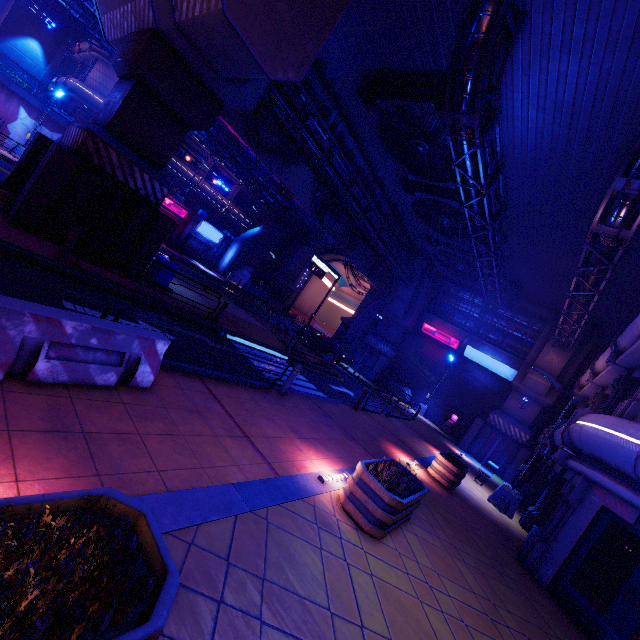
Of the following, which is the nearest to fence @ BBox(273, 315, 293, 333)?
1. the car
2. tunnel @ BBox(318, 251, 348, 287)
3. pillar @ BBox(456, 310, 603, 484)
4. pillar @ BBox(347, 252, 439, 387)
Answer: the car

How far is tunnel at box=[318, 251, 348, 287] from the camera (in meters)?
44.54

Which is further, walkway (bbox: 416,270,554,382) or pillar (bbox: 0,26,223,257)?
walkway (bbox: 416,270,554,382)

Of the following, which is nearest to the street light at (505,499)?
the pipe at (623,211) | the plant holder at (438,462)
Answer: the plant holder at (438,462)

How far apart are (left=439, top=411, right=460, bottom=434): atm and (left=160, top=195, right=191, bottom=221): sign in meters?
34.1

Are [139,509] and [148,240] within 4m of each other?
no

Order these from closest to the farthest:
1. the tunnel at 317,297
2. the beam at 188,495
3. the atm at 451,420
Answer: the beam at 188,495
the atm at 451,420
the tunnel at 317,297

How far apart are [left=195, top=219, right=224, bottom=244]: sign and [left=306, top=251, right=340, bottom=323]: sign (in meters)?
16.52
